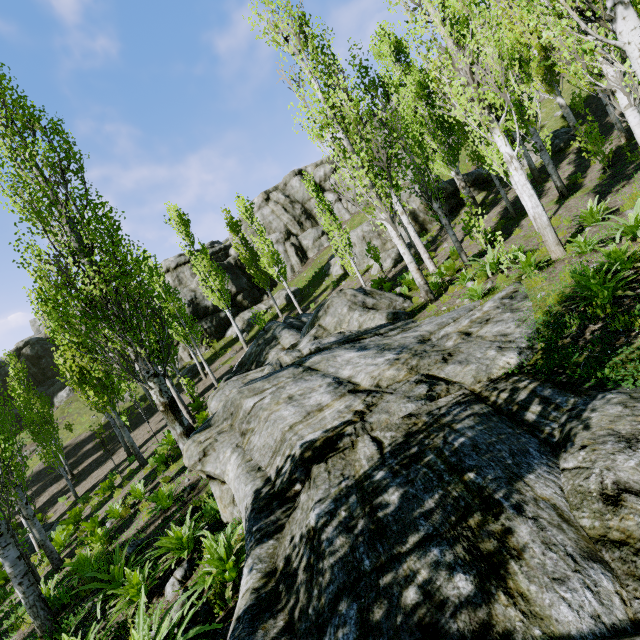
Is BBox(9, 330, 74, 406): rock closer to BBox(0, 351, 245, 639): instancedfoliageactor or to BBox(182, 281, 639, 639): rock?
BBox(0, 351, 245, 639): instancedfoliageactor

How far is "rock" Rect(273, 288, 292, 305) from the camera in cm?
3052

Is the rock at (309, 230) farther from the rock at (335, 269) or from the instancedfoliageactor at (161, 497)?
the rock at (335, 269)

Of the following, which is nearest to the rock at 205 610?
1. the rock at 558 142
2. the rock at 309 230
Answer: the rock at 558 142

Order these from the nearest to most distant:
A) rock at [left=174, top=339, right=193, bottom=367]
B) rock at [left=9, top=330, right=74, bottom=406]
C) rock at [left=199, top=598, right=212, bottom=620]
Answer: rock at [left=199, top=598, right=212, bottom=620]
rock at [left=174, top=339, right=193, bottom=367]
rock at [left=9, top=330, right=74, bottom=406]

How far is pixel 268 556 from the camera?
3.1m

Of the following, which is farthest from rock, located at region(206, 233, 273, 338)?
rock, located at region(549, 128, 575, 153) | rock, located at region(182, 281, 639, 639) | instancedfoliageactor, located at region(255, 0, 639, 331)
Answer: rock, located at region(182, 281, 639, 639)
